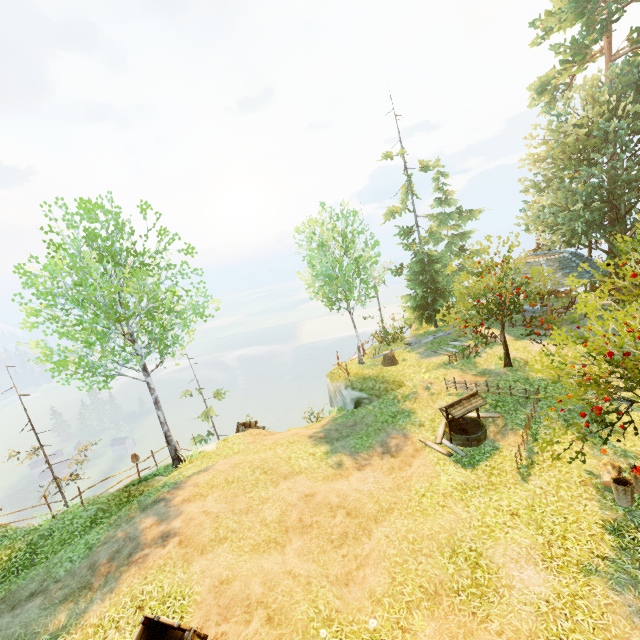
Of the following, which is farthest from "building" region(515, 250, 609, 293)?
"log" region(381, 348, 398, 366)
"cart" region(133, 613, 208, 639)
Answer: "cart" region(133, 613, 208, 639)

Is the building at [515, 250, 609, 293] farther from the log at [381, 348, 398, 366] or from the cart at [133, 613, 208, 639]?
the cart at [133, 613, 208, 639]

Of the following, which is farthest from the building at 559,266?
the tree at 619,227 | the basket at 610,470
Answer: the basket at 610,470

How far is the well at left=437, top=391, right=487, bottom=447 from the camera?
12.45m

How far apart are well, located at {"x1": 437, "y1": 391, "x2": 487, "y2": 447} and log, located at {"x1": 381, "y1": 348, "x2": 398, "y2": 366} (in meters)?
7.05

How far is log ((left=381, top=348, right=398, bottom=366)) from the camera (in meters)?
20.80

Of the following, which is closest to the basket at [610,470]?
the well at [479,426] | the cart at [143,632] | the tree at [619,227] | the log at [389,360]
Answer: the tree at [619,227]

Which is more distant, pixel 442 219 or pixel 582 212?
pixel 442 219
